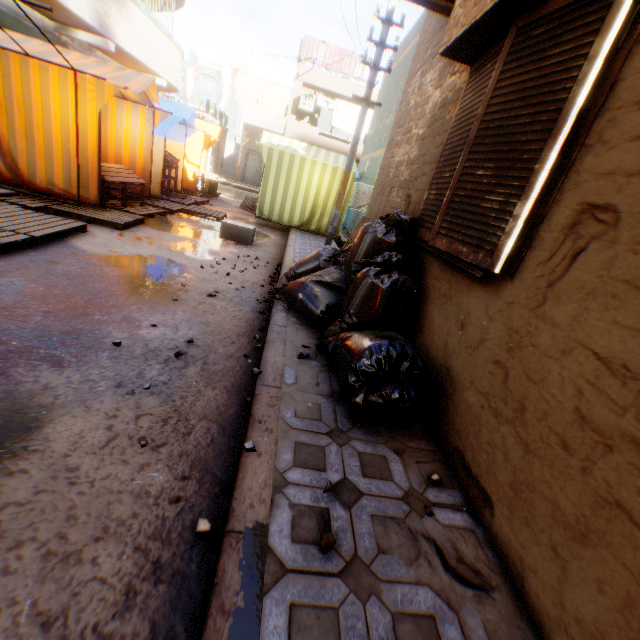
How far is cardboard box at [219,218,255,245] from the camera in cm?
720

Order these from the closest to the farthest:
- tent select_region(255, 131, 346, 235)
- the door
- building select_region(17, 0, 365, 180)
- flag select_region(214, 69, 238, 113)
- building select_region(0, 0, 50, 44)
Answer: building select_region(0, 0, 50, 44) < building select_region(17, 0, 365, 180) < tent select_region(255, 131, 346, 235) < flag select_region(214, 69, 238, 113) < the door

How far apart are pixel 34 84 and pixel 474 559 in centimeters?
847cm

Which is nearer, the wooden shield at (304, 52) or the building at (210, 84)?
the wooden shield at (304, 52)

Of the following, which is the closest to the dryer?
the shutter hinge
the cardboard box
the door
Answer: the door

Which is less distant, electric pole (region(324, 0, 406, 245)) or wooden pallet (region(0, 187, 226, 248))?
wooden pallet (region(0, 187, 226, 248))

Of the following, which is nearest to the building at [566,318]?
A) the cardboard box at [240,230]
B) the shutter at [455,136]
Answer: the shutter at [455,136]

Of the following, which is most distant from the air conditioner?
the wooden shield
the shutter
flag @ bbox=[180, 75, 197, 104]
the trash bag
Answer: the shutter
